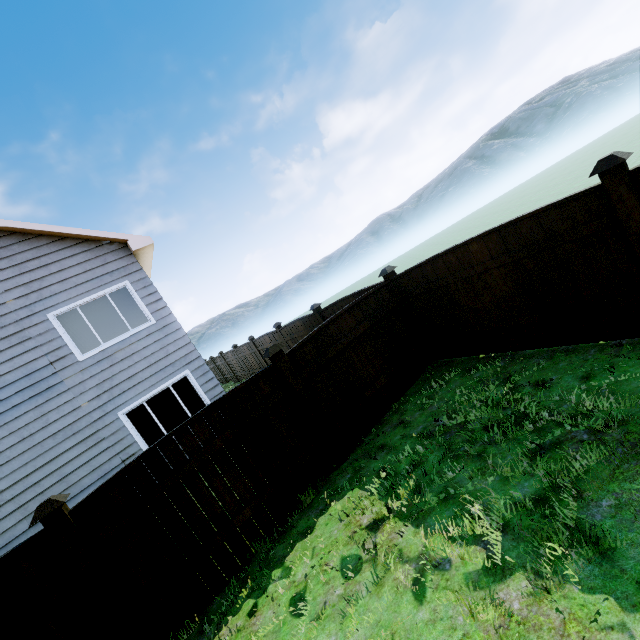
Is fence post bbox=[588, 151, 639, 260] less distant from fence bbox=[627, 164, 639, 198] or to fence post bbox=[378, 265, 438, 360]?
fence bbox=[627, 164, 639, 198]

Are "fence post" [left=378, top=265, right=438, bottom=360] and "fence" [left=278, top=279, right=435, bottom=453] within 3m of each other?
yes

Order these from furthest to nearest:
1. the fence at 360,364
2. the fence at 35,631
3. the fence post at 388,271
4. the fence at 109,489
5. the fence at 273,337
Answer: the fence at 273,337 < the fence post at 388,271 < the fence at 360,364 < the fence at 109,489 < the fence at 35,631

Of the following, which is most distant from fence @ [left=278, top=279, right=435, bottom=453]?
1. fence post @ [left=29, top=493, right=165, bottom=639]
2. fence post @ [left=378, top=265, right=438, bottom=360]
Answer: fence post @ [left=29, top=493, right=165, bottom=639]

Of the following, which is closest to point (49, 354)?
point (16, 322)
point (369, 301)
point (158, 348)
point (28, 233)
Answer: point (16, 322)

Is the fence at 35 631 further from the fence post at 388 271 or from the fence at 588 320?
the fence post at 388 271

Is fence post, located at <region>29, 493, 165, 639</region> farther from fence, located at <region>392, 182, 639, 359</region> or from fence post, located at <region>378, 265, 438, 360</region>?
fence post, located at <region>378, 265, 438, 360</region>

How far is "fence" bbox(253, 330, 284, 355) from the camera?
12.3m
